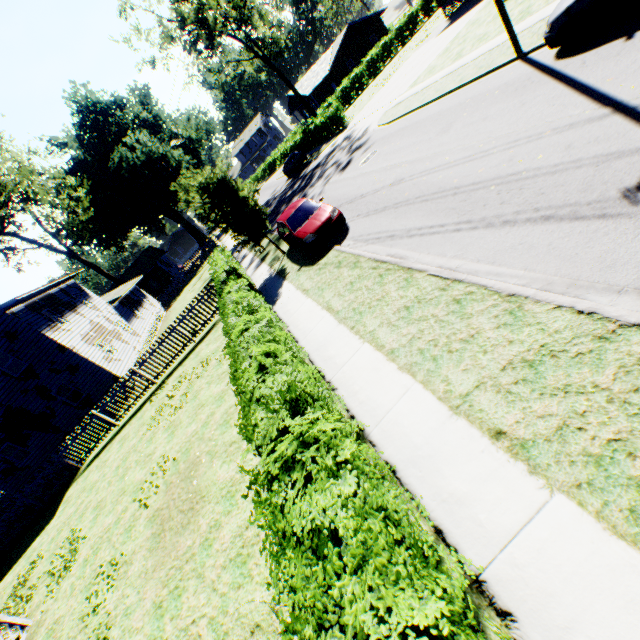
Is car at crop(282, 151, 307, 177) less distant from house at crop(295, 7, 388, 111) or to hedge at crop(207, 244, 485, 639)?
house at crop(295, 7, 388, 111)

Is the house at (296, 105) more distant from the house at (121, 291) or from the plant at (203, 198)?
the house at (121, 291)

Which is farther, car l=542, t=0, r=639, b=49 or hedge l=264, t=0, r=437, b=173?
hedge l=264, t=0, r=437, b=173

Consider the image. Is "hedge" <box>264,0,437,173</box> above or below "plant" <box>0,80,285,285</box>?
below

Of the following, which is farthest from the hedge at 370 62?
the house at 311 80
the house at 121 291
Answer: the house at 121 291

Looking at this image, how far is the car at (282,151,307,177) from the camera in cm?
3378

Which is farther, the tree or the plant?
the tree

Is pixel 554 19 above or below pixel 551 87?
above
